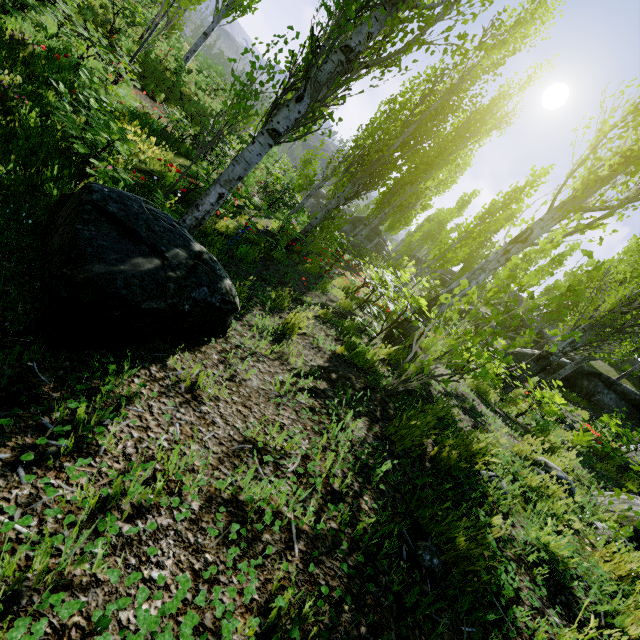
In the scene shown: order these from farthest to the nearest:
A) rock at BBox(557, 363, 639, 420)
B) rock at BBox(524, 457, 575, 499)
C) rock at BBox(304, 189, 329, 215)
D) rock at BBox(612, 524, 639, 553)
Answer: rock at BBox(304, 189, 329, 215), rock at BBox(557, 363, 639, 420), rock at BBox(524, 457, 575, 499), rock at BBox(612, 524, 639, 553)

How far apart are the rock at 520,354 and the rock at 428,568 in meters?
17.2

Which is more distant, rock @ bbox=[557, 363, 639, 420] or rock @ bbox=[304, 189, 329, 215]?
rock @ bbox=[304, 189, 329, 215]

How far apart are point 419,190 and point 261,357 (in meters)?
13.85

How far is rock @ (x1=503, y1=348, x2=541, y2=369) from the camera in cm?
1459

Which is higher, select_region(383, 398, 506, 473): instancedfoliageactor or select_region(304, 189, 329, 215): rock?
select_region(383, 398, 506, 473): instancedfoliageactor

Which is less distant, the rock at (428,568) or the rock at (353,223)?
the rock at (428,568)

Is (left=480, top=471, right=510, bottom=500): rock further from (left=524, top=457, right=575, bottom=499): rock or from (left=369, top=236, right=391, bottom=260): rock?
(left=369, top=236, right=391, bottom=260): rock
